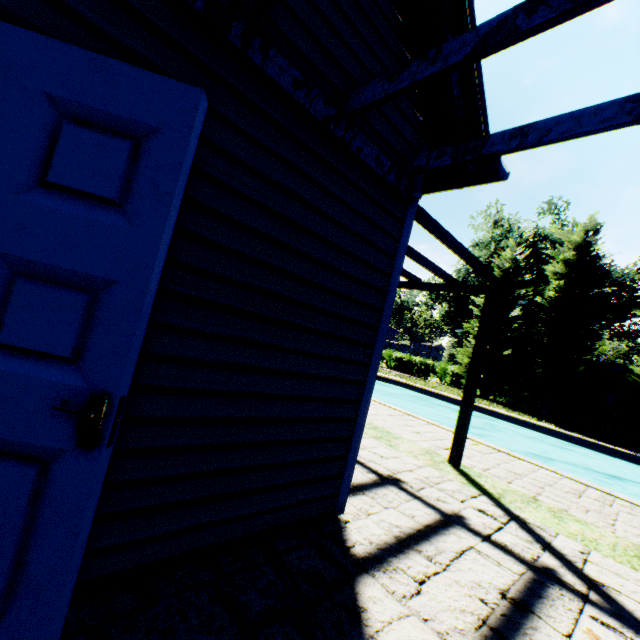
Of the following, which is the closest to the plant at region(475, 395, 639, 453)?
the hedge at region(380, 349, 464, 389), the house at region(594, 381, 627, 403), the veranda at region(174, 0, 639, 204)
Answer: the hedge at region(380, 349, 464, 389)

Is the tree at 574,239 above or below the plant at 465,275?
below

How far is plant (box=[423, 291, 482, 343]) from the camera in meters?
40.0

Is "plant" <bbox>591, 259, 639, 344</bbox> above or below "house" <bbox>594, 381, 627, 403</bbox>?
above

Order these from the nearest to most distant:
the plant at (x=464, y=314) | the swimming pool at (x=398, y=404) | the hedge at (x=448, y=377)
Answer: the swimming pool at (x=398, y=404) → the hedge at (x=448, y=377) → the plant at (x=464, y=314)

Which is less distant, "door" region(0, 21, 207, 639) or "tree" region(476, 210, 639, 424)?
"door" region(0, 21, 207, 639)

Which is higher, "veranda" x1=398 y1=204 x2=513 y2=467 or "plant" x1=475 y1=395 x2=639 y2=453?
"veranda" x1=398 y1=204 x2=513 y2=467

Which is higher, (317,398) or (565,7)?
(565,7)
